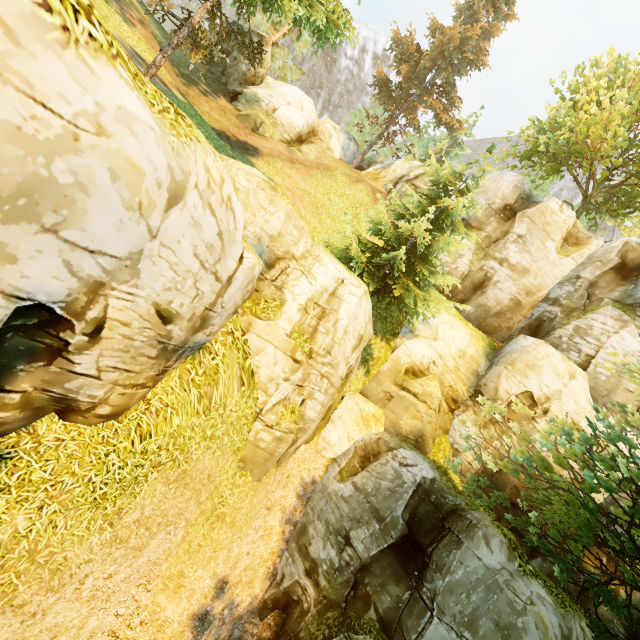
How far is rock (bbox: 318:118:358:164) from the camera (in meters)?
29.72

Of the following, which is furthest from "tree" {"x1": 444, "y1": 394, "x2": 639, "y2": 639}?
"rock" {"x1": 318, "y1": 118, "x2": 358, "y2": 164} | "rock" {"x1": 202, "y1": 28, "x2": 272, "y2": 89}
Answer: A: "rock" {"x1": 202, "y1": 28, "x2": 272, "y2": 89}

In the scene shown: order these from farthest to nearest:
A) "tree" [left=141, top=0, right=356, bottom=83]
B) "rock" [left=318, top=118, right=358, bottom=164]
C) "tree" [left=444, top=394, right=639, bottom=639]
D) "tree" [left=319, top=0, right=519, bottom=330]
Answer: "rock" [left=318, top=118, right=358, bottom=164] < "tree" [left=319, top=0, right=519, bottom=330] < "tree" [left=141, top=0, right=356, bottom=83] < "tree" [left=444, top=394, right=639, bottom=639]

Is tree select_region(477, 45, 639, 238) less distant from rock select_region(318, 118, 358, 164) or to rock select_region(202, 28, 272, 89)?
rock select_region(318, 118, 358, 164)

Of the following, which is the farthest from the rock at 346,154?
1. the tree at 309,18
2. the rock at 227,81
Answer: the rock at 227,81

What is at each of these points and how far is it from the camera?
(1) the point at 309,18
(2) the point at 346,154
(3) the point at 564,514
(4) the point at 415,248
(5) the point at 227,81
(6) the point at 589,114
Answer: (1) tree, 9.9 meters
(2) rock, 30.8 meters
(3) tree, 7.8 meters
(4) tree, 16.5 meters
(5) rock, 22.5 meters
(6) tree, 22.3 meters
